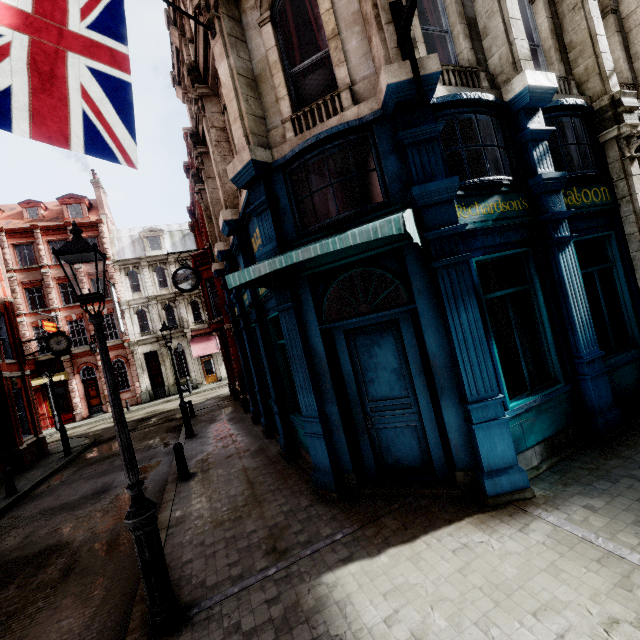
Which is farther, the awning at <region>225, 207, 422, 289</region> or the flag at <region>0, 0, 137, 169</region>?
the flag at <region>0, 0, 137, 169</region>

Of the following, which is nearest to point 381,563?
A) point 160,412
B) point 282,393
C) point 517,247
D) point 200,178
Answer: point 282,393

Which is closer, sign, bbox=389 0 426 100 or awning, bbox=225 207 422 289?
awning, bbox=225 207 422 289

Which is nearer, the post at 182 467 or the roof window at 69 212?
the post at 182 467

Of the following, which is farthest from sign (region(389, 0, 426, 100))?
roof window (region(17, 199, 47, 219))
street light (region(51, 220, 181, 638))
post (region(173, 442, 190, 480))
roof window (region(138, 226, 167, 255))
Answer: roof window (region(17, 199, 47, 219))

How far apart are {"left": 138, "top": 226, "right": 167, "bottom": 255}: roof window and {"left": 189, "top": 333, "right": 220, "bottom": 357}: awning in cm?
911

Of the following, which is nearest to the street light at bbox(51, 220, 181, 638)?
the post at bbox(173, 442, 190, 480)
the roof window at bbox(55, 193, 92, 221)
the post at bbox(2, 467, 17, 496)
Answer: the post at bbox(173, 442, 190, 480)

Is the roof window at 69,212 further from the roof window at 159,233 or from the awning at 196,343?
the awning at 196,343
